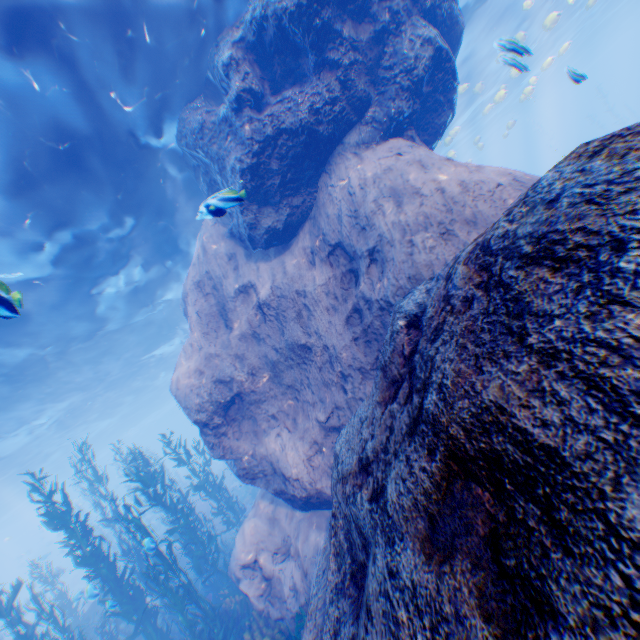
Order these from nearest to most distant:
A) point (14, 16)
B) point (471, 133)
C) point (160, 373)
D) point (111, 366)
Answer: point (14, 16) → point (111, 366) → point (160, 373) → point (471, 133)

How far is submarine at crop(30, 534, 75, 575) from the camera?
23.5m

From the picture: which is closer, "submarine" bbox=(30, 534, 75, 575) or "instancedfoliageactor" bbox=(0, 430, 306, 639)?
"instancedfoliageactor" bbox=(0, 430, 306, 639)

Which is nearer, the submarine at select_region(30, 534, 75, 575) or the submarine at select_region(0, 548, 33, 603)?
the submarine at select_region(30, 534, 75, 575)

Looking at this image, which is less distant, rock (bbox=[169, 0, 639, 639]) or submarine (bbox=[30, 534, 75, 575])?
rock (bbox=[169, 0, 639, 639])

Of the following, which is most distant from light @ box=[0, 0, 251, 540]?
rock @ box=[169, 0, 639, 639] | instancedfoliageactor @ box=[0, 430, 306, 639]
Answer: instancedfoliageactor @ box=[0, 430, 306, 639]

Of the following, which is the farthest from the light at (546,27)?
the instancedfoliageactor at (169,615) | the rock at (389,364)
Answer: the instancedfoliageactor at (169,615)

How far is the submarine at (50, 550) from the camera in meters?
23.5
